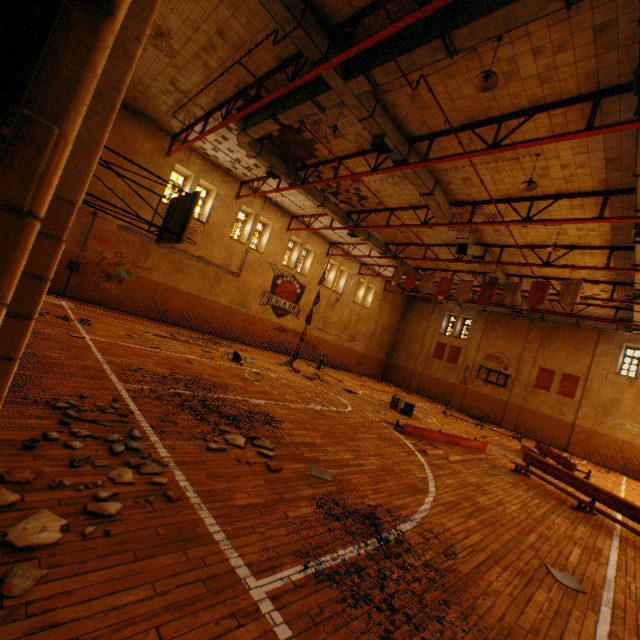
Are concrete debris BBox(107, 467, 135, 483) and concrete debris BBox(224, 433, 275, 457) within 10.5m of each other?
yes

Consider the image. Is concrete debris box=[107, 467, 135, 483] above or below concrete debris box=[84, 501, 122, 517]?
below

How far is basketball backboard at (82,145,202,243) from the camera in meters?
6.0 m

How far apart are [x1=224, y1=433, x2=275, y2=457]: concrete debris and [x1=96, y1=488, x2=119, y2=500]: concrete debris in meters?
2.1 m

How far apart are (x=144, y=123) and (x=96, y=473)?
17.1m

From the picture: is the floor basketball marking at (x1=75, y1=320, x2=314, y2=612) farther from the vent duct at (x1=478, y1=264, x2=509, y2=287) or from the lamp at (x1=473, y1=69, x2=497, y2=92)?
the vent duct at (x1=478, y1=264, x2=509, y2=287)

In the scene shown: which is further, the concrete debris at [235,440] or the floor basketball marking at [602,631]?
the concrete debris at [235,440]

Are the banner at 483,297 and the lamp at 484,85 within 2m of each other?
no
